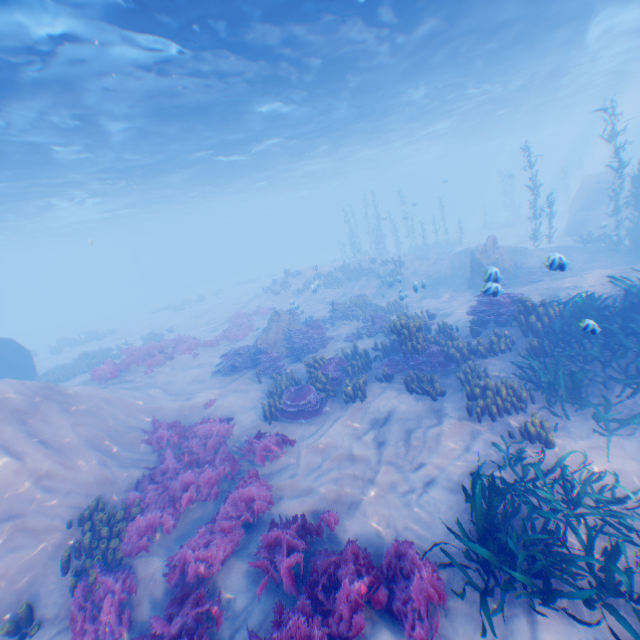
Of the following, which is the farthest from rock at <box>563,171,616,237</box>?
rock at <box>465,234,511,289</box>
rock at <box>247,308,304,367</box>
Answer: rock at <box>247,308,304,367</box>

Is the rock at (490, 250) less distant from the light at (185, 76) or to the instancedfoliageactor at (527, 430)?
the instancedfoliageactor at (527, 430)

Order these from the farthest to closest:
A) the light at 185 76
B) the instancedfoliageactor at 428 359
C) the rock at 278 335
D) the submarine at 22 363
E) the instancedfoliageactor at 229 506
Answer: the submarine at 22 363
the rock at 278 335
the light at 185 76
the instancedfoliageactor at 428 359
the instancedfoliageactor at 229 506

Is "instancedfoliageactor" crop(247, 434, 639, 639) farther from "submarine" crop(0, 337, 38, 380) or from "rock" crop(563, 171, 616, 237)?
"submarine" crop(0, 337, 38, 380)

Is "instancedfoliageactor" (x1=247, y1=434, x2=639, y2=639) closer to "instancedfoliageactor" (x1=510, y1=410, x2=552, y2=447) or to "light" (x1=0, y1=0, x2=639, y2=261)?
"instancedfoliageactor" (x1=510, y1=410, x2=552, y2=447)

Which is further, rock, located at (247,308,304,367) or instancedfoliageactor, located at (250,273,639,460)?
rock, located at (247,308,304,367)

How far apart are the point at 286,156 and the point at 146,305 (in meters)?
34.07

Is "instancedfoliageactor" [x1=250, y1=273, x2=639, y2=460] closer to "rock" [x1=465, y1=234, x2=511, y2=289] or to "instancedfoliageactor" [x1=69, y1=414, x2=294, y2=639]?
"rock" [x1=465, y1=234, x2=511, y2=289]
